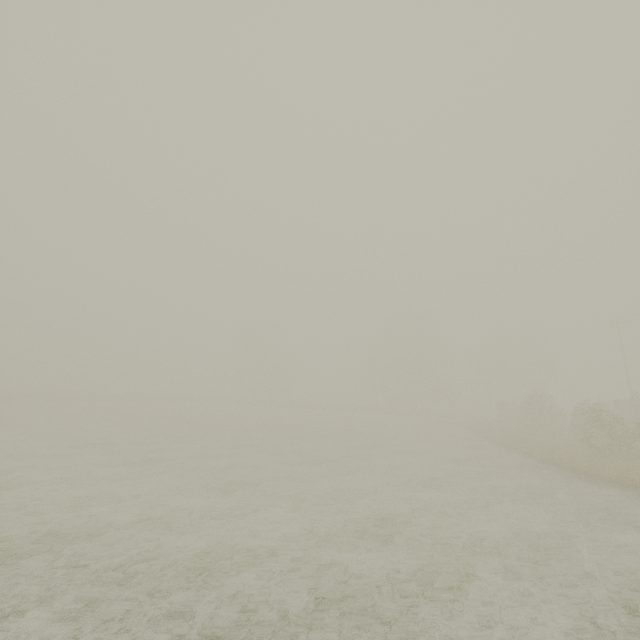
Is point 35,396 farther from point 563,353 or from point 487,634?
point 563,353
